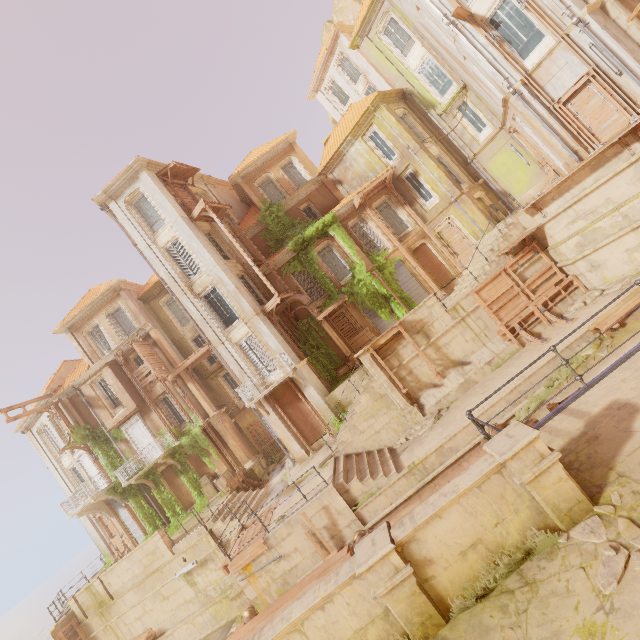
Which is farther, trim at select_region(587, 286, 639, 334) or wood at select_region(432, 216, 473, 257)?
wood at select_region(432, 216, 473, 257)

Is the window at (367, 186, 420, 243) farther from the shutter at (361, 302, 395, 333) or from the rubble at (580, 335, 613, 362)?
the rubble at (580, 335, 613, 362)

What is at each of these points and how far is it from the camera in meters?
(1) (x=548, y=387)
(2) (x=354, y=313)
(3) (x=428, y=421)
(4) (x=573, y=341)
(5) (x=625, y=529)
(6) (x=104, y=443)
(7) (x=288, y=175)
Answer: (1) plant, 12.2
(2) column, 21.3
(3) rubble, 14.8
(4) building, 12.5
(5) rubble, 3.6
(6) plant, 23.5
(7) window, 25.3

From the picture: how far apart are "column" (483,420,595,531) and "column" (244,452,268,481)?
19.74m

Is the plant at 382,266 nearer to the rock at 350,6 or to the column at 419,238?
the column at 419,238

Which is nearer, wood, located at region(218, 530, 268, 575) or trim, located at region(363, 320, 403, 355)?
wood, located at region(218, 530, 268, 575)

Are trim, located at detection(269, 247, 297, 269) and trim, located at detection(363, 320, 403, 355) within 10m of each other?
yes

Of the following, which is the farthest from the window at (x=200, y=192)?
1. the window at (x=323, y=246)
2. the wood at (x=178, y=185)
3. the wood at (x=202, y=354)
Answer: the wood at (x=202, y=354)
